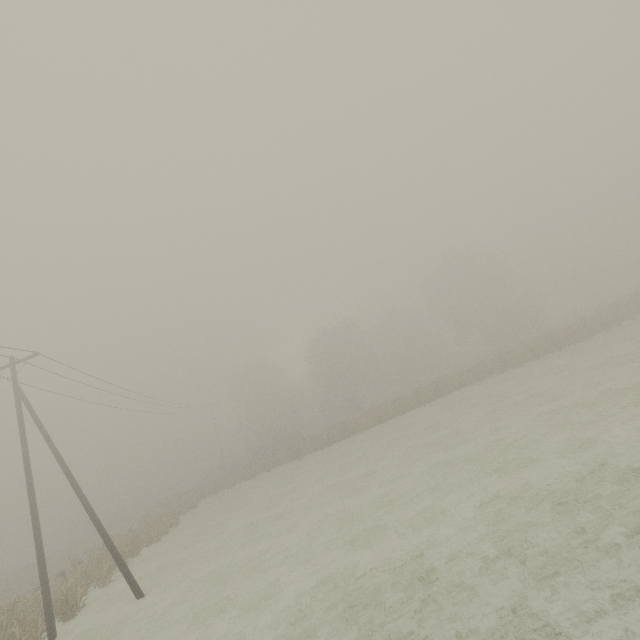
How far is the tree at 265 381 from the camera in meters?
56.2

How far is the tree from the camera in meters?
56.2 m

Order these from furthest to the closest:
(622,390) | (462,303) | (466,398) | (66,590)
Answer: (462,303)
(466,398)
(66,590)
(622,390)
